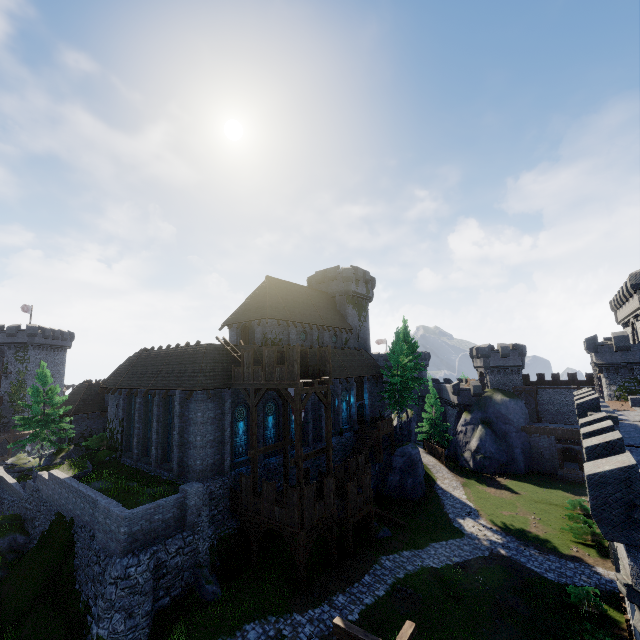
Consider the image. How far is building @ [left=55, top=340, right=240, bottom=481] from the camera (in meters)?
21.30

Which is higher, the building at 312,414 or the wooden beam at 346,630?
the building at 312,414

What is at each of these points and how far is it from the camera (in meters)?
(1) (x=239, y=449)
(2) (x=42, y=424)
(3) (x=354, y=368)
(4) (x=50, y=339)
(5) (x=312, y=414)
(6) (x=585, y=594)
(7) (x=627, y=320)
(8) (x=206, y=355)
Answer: (1) window glass, 23.38
(2) tree, 28.88
(3) building, 37.22
(4) building, 58.38
(5) building, 30.22
(6) bush, 19.44
(7) building tower, 42.53
(8) building, 23.08

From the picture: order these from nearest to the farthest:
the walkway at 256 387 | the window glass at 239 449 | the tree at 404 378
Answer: the walkway at 256 387 → the window glass at 239 449 → the tree at 404 378

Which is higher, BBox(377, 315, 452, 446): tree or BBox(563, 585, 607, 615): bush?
BBox(377, 315, 452, 446): tree

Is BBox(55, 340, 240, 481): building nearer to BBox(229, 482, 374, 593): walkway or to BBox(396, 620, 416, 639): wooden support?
BBox(229, 482, 374, 593): walkway

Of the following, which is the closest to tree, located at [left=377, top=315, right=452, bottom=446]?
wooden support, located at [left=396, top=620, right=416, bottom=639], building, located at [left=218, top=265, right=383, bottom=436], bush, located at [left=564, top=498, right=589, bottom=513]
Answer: building, located at [left=218, top=265, right=383, bottom=436]

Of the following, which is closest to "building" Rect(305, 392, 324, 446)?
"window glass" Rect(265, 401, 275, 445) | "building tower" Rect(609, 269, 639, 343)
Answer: "window glass" Rect(265, 401, 275, 445)
